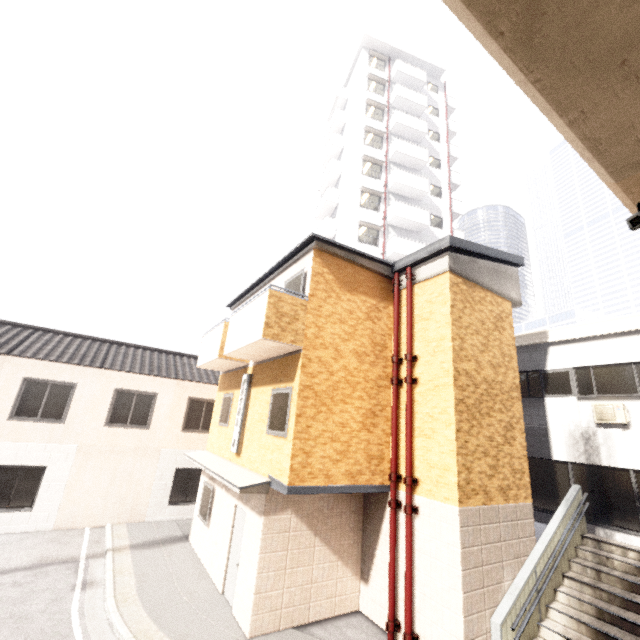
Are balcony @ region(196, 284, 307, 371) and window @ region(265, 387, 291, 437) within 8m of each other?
yes

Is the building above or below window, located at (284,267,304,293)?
above

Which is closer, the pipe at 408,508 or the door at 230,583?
the pipe at 408,508

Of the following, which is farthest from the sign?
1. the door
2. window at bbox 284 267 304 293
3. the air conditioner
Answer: the air conditioner

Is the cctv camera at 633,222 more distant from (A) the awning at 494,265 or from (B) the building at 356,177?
(B) the building at 356,177

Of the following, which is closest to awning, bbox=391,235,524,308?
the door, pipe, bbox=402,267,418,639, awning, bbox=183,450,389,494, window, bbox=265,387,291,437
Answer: pipe, bbox=402,267,418,639

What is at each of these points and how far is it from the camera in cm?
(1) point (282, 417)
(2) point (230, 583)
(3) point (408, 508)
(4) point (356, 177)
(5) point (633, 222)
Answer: (1) window, 778
(2) door, 814
(3) pipe, 743
(4) building, 2444
(5) cctv camera, 348

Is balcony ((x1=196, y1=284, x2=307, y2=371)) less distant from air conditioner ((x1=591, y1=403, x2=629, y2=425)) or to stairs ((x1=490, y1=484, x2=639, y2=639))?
stairs ((x1=490, y1=484, x2=639, y2=639))
